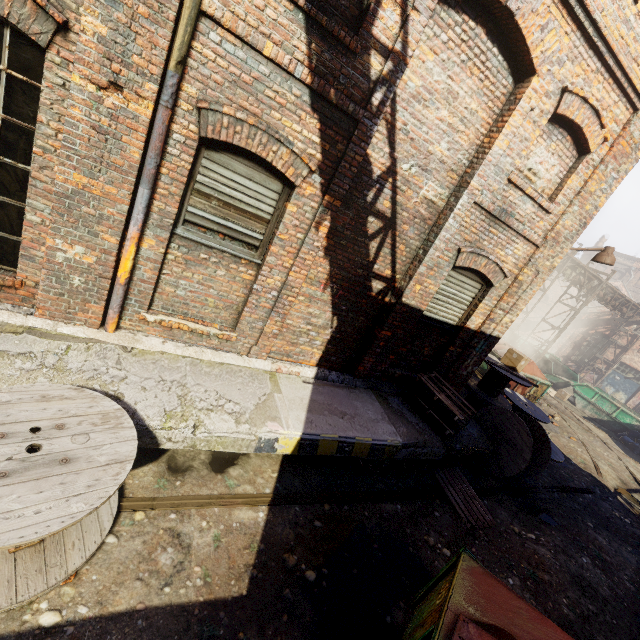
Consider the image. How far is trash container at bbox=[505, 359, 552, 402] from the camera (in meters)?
12.56

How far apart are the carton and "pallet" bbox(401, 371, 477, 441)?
3.5m

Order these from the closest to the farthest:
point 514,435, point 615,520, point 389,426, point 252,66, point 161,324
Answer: point 252,66 < point 161,324 < point 389,426 < point 514,435 < point 615,520

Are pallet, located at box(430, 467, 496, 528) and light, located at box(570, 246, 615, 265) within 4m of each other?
no

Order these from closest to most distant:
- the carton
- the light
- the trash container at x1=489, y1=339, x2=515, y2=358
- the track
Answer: the track < the light < the carton < the trash container at x1=489, y1=339, x2=515, y2=358

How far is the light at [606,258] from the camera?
6.8 meters

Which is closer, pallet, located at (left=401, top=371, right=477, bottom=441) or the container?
pallet, located at (left=401, top=371, right=477, bottom=441)

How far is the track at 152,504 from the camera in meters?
3.6
